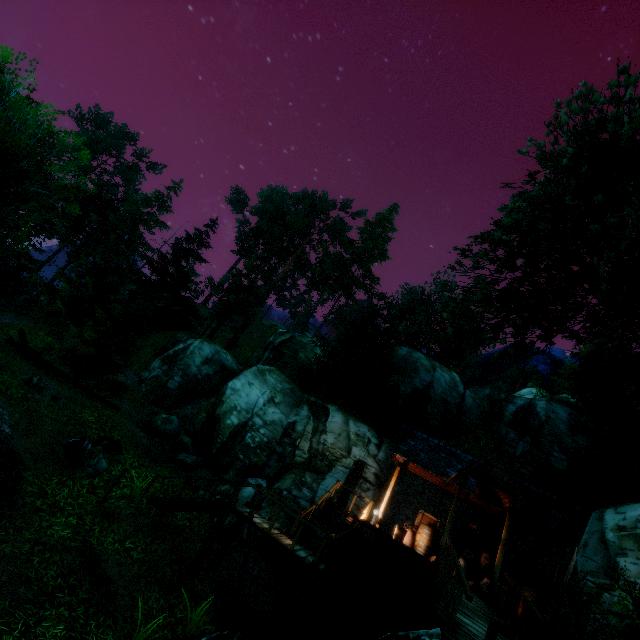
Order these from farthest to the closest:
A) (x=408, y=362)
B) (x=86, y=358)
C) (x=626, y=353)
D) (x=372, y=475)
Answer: (x=626, y=353), (x=408, y=362), (x=372, y=475), (x=86, y=358)

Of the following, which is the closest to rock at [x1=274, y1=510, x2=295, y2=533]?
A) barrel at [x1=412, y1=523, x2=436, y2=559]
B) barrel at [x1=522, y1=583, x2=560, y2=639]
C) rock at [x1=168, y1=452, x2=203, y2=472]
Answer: rock at [x1=168, y1=452, x2=203, y2=472]

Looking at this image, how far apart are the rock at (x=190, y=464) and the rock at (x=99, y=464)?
5.66m

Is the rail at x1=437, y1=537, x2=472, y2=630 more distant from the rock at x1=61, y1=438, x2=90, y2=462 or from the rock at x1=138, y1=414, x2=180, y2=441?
Result: the rock at x1=138, y1=414, x2=180, y2=441

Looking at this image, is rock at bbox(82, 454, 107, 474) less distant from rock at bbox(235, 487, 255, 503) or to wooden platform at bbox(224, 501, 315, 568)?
wooden platform at bbox(224, 501, 315, 568)

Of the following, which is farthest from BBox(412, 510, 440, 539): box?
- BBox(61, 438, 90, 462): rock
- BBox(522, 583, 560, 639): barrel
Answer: BBox(61, 438, 90, 462): rock

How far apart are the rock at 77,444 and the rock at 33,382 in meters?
2.5

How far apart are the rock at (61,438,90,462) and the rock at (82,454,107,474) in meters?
0.3
